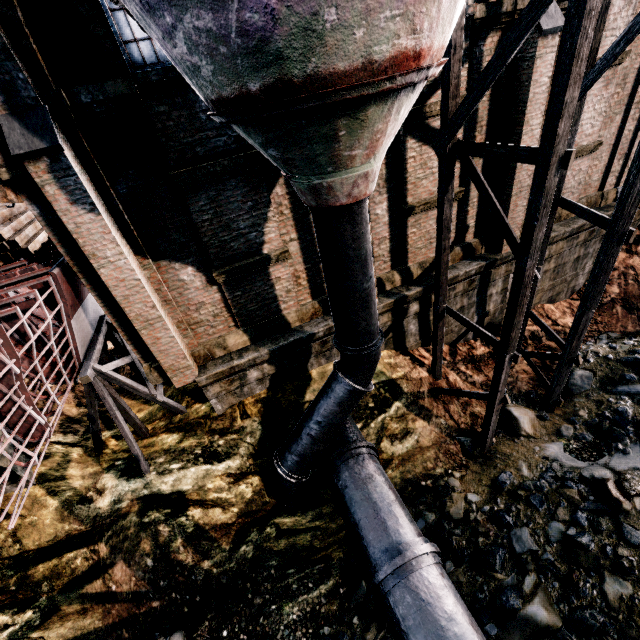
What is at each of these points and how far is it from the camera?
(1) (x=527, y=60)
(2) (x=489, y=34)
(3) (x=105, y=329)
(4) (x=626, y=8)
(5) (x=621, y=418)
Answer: (1) building, 8.5 meters
(2) building, 8.4 meters
(3) wooden support structure, 10.4 meters
(4) building, 9.3 meters
(5) stone debris, 10.7 meters

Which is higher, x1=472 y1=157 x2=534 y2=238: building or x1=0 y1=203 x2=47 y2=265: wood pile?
x1=0 y1=203 x2=47 y2=265: wood pile

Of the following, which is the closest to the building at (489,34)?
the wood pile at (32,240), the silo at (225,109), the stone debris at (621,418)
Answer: the silo at (225,109)

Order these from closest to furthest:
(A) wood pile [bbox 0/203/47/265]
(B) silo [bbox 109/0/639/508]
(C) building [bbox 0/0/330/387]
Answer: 1. (B) silo [bbox 109/0/639/508]
2. (C) building [bbox 0/0/330/387]
3. (A) wood pile [bbox 0/203/47/265]

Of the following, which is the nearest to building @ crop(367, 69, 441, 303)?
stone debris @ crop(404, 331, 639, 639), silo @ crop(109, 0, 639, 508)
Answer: silo @ crop(109, 0, 639, 508)

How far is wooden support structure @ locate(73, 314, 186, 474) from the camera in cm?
893

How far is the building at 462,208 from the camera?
10.34m

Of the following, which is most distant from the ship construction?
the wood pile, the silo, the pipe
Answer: the pipe
